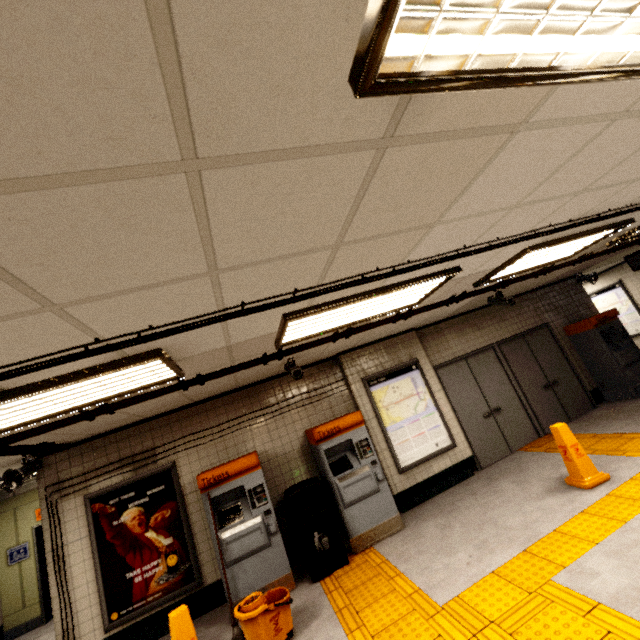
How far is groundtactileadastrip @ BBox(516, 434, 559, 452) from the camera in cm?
583

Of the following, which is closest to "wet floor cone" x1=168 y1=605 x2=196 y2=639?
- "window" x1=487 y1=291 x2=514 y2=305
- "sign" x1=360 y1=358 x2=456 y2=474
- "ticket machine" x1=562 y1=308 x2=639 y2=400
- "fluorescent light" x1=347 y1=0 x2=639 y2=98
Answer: "sign" x1=360 y1=358 x2=456 y2=474

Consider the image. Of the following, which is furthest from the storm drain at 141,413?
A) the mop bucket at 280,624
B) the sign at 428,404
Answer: A: the mop bucket at 280,624

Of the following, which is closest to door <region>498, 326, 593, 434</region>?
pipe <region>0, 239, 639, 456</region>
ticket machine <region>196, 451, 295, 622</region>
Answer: pipe <region>0, 239, 639, 456</region>

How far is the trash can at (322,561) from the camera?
4.5 meters

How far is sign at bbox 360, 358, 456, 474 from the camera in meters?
5.8

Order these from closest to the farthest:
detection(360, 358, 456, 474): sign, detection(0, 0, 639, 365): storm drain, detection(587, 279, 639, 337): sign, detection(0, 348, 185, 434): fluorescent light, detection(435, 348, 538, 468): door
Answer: detection(0, 0, 639, 365): storm drain < detection(0, 348, 185, 434): fluorescent light < detection(360, 358, 456, 474): sign < detection(435, 348, 538, 468): door < detection(587, 279, 639, 337): sign

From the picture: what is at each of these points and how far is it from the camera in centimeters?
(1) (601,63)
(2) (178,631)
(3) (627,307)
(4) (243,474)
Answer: (1) fluorescent light, 125cm
(2) wet floor cone, 317cm
(3) sign, 1002cm
(4) ticket machine, 479cm
